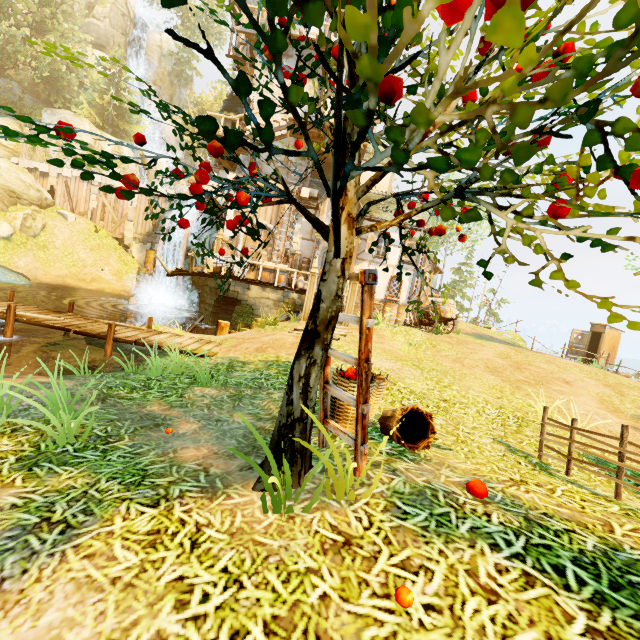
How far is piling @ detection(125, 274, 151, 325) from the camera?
18.4 meters

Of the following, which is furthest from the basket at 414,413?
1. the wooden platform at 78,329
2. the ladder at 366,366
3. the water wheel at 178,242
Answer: the water wheel at 178,242

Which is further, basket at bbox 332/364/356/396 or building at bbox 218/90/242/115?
building at bbox 218/90/242/115

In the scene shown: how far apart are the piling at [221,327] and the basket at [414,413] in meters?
9.9 m

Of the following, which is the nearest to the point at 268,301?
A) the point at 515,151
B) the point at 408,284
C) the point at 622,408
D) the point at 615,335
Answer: the point at 408,284

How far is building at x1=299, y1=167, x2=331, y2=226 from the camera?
17.3 meters

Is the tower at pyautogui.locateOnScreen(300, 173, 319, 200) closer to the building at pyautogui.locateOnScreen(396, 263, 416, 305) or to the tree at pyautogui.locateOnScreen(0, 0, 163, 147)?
the building at pyautogui.locateOnScreen(396, 263, 416, 305)
